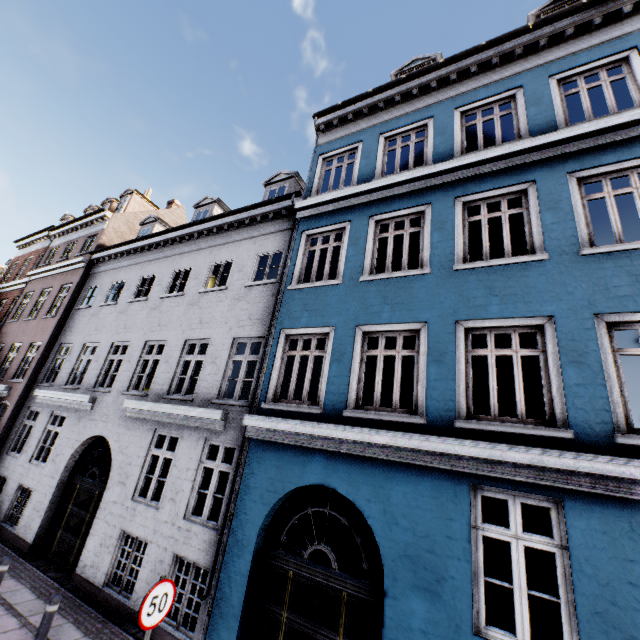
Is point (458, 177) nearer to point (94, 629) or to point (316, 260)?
point (316, 260)

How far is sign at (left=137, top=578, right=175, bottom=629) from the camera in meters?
4.2 m

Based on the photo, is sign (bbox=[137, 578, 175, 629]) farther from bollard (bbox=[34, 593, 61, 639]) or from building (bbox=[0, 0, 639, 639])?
bollard (bbox=[34, 593, 61, 639])

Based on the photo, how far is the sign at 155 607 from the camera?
4.2m

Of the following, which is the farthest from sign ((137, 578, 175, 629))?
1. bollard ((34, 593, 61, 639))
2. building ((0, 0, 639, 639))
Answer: bollard ((34, 593, 61, 639))

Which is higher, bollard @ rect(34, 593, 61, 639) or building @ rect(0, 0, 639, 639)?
building @ rect(0, 0, 639, 639)

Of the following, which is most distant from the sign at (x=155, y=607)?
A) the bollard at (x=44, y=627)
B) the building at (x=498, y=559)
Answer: the bollard at (x=44, y=627)

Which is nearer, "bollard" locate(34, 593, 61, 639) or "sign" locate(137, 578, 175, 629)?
"sign" locate(137, 578, 175, 629)
